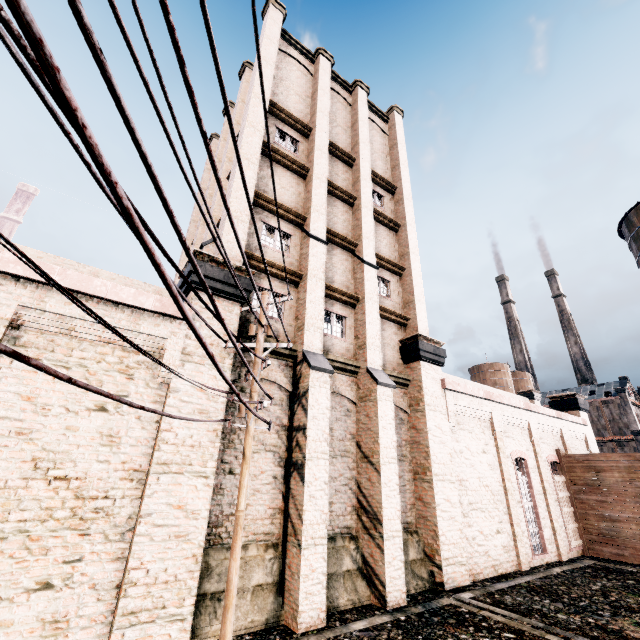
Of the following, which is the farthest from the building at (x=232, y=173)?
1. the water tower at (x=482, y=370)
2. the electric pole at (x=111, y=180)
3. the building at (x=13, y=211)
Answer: the building at (x=13, y=211)

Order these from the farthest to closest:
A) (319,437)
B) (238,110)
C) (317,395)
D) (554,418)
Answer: (554,418) → (238,110) → (317,395) → (319,437)

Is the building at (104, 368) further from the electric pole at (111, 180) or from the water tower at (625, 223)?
the water tower at (625, 223)

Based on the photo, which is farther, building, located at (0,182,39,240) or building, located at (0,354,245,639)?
building, located at (0,182,39,240)

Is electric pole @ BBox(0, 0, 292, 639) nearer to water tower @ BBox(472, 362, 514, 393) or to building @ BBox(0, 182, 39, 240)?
water tower @ BBox(472, 362, 514, 393)

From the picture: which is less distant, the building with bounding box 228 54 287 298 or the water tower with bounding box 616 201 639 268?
the building with bounding box 228 54 287 298

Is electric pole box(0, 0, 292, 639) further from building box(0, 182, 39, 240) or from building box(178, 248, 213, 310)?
building box(0, 182, 39, 240)
